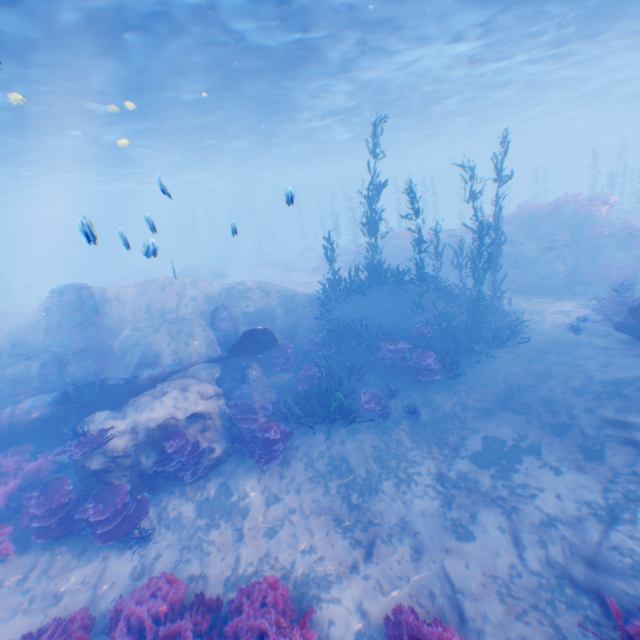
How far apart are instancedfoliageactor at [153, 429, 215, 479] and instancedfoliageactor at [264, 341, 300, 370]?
3.9m

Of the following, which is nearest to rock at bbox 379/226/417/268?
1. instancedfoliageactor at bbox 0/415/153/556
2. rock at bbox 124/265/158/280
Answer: instancedfoliageactor at bbox 0/415/153/556

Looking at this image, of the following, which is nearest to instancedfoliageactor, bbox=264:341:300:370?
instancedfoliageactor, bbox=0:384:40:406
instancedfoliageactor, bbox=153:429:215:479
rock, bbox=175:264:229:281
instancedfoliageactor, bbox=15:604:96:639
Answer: instancedfoliageactor, bbox=153:429:215:479

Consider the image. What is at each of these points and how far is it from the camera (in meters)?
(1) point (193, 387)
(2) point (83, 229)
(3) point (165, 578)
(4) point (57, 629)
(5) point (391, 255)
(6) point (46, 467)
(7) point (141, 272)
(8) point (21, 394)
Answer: (1) rock, 11.06
(2) light, 4.89
(3) instancedfoliageactor, 6.78
(4) instancedfoliageactor, 6.01
(5) rock, 24.09
(6) instancedfoliageactor, 9.78
(7) rock, 41.03
(8) instancedfoliageactor, 12.01

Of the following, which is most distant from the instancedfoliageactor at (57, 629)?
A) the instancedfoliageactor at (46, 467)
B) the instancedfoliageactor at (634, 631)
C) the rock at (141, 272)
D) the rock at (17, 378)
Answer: the rock at (141, 272)

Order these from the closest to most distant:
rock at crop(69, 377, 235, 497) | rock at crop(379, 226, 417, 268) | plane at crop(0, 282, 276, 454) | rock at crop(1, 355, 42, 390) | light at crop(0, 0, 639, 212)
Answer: rock at crop(69, 377, 235, 497) → plane at crop(0, 282, 276, 454) → light at crop(0, 0, 639, 212) → rock at crop(1, 355, 42, 390) → rock at crop(379, 226, 417, 268)

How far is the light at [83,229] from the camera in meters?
4.9 m

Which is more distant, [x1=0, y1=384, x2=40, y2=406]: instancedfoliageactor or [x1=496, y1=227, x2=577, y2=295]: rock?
[x1=496, y1=227, x2=577, y2=295]: rock
